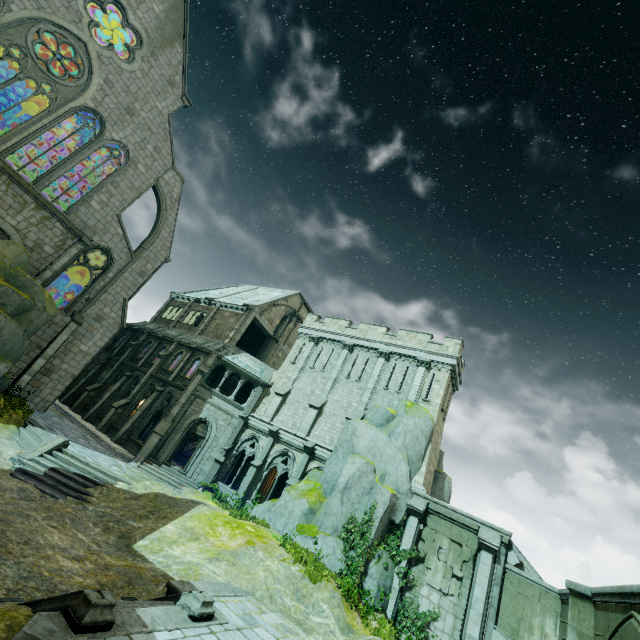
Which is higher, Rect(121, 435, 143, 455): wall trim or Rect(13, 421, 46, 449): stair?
Rect(121, 435, 143, 455): wall trim

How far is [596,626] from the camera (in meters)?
9.21

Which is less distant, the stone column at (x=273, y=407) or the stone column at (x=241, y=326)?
the stone column at (x=273, y=407)

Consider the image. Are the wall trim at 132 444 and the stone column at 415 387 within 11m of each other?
no

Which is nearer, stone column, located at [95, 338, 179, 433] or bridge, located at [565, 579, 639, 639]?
bridge, located at [565, 579, 639, 639]

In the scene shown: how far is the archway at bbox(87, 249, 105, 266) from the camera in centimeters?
2529cm

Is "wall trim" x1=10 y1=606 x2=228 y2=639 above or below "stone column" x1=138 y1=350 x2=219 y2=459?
below

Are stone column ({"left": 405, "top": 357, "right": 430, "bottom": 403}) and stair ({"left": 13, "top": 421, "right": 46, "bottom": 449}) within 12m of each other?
no
